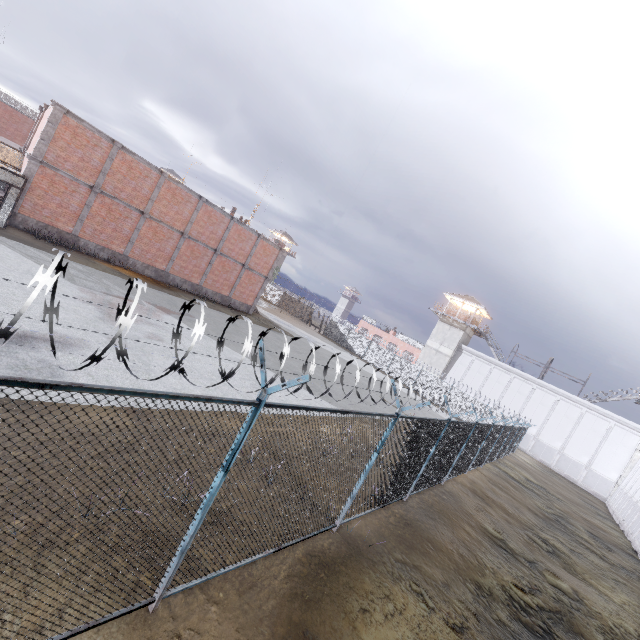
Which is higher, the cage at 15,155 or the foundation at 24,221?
the cage at 15,155

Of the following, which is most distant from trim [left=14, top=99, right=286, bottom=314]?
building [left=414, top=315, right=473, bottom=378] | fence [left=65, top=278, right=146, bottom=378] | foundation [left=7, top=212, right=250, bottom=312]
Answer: building [left=414, top=315, right=473, bottom=378]

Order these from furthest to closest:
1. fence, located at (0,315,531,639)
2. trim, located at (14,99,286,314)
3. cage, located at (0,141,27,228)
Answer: trim, located at (14,99,286,314) < cage, located at (0,141,27,228) < fence, located at (0,315,531,639)

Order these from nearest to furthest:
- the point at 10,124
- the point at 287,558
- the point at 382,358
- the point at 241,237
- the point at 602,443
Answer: the point at 287,558 < the point at 241,237 < the point at 10,124 < the point at 602,443 < the point at 382,358

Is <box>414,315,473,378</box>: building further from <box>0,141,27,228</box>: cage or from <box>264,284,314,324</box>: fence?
<box>0,141,27,228</box>: cage

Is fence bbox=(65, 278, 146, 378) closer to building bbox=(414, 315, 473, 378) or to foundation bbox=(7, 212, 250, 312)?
building bbox=(414, 315, 473, 378)

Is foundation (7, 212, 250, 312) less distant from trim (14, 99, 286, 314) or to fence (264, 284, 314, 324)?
trim (14, 99, 286, 314)

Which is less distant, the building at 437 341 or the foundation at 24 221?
the foundation at 24 221
